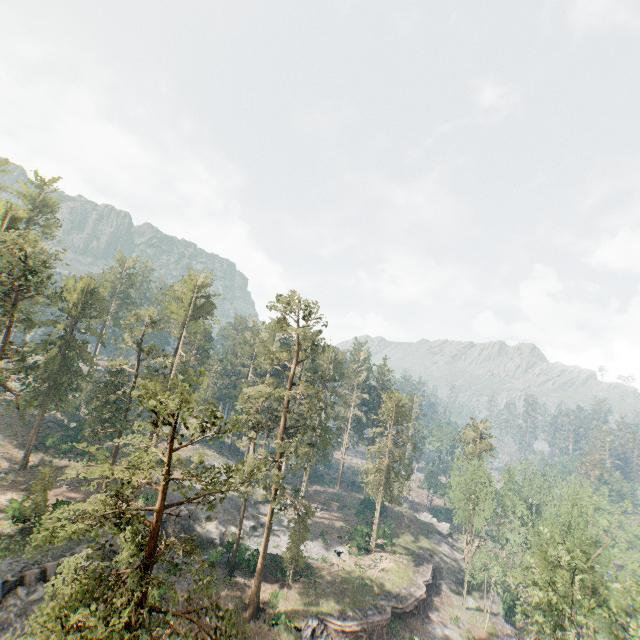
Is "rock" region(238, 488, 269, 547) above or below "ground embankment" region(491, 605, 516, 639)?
above

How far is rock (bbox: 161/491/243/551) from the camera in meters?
39.0 m

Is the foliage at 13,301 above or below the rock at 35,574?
above

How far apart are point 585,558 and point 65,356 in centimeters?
6516cm

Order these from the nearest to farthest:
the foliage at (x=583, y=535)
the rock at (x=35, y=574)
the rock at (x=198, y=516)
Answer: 1. the rock at (x=35, y=574)
2. the foliage at (x=583, y=535)
3. the rock at (x=198, y=516)

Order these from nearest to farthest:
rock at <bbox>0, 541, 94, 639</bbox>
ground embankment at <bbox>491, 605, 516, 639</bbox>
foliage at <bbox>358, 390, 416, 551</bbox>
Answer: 1. rock at <bbox>0, 541, 94, 639</bbox>
2. ground embankment at <bbox>491, 605, 516, 639</bbox>
3. foliage at <bbox>358, 390, 416, 551</bbox>

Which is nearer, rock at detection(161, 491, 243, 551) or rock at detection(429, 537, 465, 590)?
rock at detection(161, 491, 243, 551)

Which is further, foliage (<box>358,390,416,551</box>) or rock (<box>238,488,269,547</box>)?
foliage (<box>358,390,416,551</box>)
